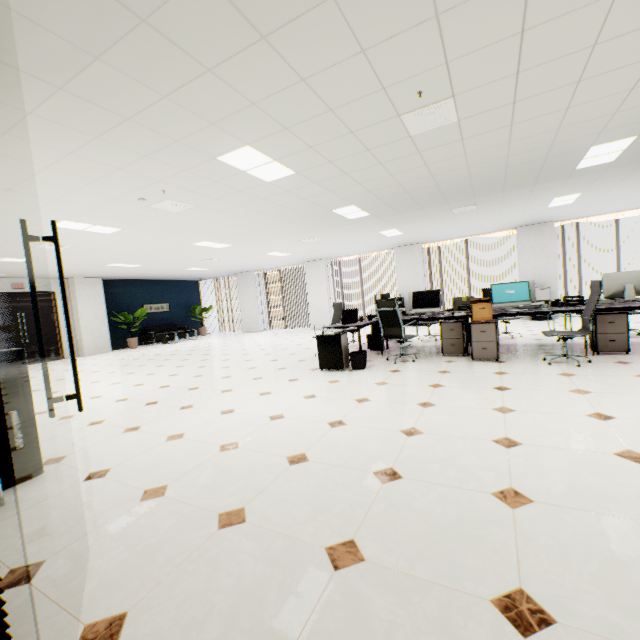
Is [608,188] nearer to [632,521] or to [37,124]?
[632,521]

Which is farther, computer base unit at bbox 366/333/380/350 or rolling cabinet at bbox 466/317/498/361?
computer base unit at bbox 366/333/380/350

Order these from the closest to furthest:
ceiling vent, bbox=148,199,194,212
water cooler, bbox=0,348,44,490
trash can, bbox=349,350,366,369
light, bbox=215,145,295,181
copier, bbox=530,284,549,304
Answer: water cooler, bbox=0,348,44,490, light, bbox=215,145,295,181, ceiling vent, bbox=148,199,194,212, trash can, bbox=349,350,366,369, copier, bbox=530,284,549,304

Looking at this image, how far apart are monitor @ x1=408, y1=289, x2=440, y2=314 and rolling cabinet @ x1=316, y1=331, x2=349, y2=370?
1.86m

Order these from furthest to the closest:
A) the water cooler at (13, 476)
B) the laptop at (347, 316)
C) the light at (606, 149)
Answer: the laptop at (347, 316), the light at (606, 149), the water cooler at (13, 476)

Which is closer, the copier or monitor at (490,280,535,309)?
monitor at (490,280,535,309)

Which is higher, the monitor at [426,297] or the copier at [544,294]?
the monitor at [426,297]

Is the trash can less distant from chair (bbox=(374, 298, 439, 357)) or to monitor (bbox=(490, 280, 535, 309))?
chair (bbox=(374, 298, 439, 357))
